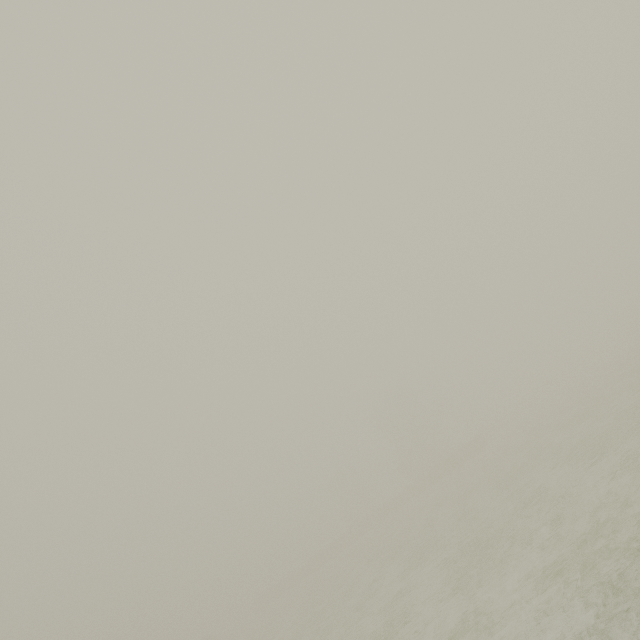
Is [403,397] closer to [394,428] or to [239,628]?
[394,428]
